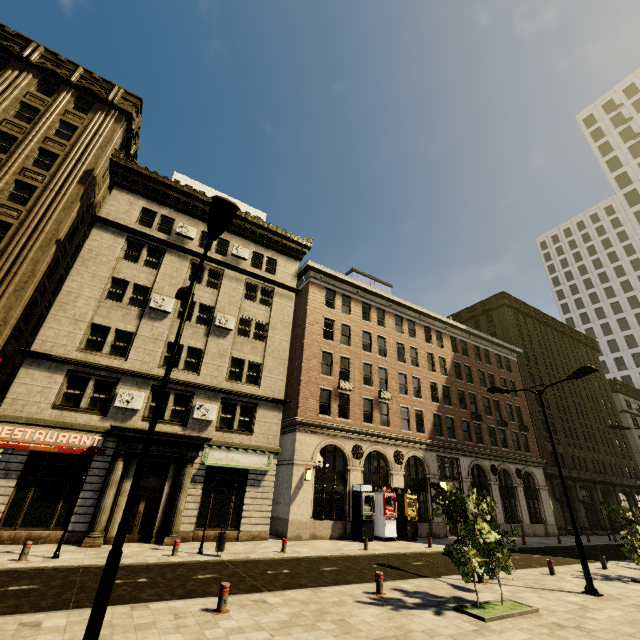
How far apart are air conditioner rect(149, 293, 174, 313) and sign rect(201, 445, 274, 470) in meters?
8.2

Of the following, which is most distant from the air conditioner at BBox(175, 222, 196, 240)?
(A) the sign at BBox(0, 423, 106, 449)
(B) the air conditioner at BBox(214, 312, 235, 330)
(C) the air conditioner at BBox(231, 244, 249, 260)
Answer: (A) the sign at BBox(0, 423, 106, 449)

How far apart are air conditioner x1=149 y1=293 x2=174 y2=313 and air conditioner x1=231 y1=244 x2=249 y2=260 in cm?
573

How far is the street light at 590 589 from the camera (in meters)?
11.65

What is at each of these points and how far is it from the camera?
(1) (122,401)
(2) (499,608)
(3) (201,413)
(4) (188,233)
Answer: (1) air conditioner, 16.9m
(2) tree, 9.2m
(3) air conditioner, 18.7m
(4) air conditioner, 22.7m

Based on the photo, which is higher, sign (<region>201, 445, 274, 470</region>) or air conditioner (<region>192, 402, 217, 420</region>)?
air conditioner (<region>192, 402, 217, 420</region>)

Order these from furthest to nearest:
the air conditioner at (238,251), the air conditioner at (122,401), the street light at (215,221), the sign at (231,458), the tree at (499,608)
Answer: the air conditioner at (238,251) < the sign at (231,458) < the air conditioner at (122,401) < the tree at (499,608) < the street light at (215,221)

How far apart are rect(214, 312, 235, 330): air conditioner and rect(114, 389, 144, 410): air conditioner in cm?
574
